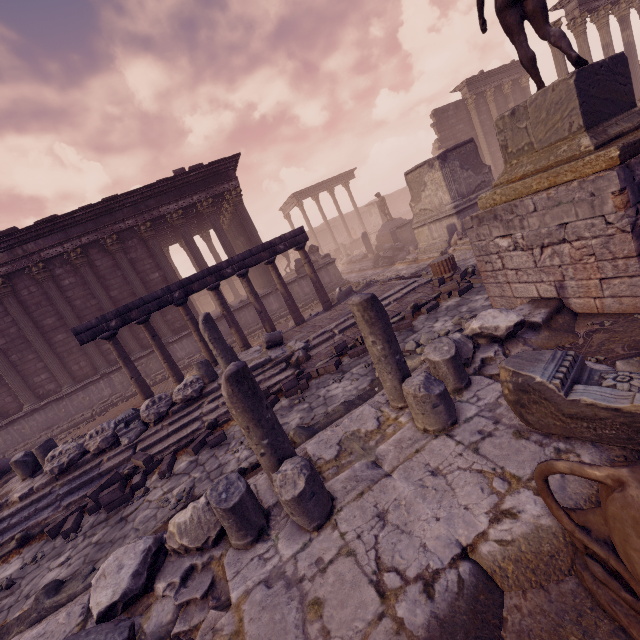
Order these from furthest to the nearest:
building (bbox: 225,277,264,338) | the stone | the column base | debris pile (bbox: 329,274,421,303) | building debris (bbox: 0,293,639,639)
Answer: building (bbox: 225,277,264,338)
debris pile (bbox: 329,274,421,303)
the column base
the stone
building debris (bbox: 0,293,639,639)

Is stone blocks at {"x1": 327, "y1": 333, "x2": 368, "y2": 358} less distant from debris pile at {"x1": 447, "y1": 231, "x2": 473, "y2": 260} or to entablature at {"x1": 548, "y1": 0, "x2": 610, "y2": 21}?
debris pile at {"x1": 447, "y1": 231, "x2": 473, "y2": 260}

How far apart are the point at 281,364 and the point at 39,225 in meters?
11.5

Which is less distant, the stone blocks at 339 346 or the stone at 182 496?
the stone at 182 496

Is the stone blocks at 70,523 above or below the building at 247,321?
below

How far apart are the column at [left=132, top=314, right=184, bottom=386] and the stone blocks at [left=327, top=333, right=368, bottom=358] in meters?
5.7

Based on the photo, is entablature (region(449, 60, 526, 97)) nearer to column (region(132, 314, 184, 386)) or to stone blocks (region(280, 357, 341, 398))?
stone blocks (region(280, 357, 341, 398))

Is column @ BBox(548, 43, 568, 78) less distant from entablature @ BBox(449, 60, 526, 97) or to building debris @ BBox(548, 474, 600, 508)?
entablature @ BBox(449, 60, 526, 97)
